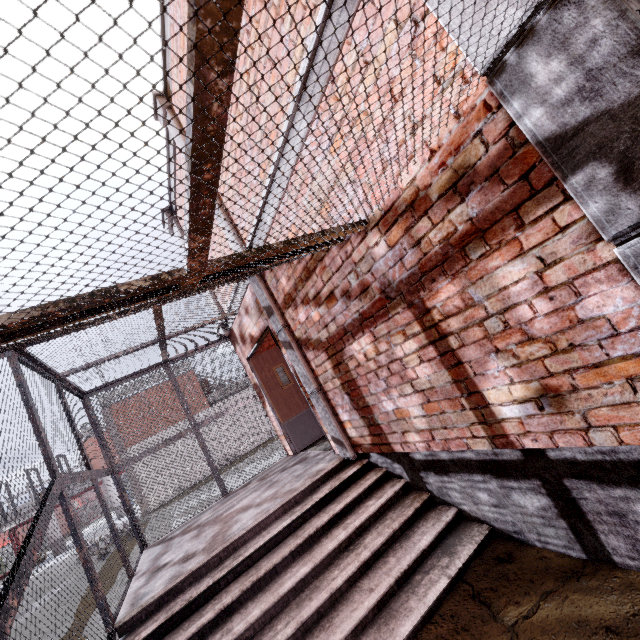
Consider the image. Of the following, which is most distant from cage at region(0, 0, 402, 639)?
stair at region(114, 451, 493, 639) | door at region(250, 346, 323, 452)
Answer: door at region(250, 346, 323, 452)

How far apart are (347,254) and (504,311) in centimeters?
143cm

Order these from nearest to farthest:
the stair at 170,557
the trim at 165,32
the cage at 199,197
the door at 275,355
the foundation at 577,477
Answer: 1. the cage at 199,197
2. the foundation at 577,477
3. the stair at 170,557
4. the trim at 165,32
5. the door at 275,355

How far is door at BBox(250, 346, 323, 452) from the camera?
6.6m

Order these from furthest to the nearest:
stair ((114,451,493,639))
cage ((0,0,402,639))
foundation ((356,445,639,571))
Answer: stair ((114,451,493,639)) → foundation ((356,445,639,571)) → cage ((0,0,402,639))

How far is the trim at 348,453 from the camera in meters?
4.3 m

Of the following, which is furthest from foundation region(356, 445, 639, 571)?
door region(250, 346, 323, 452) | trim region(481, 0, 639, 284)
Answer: door region(250, 346, 323, 452)

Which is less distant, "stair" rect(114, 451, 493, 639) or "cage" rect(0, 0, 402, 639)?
"cage" rect(0, 0, 402, 639)
